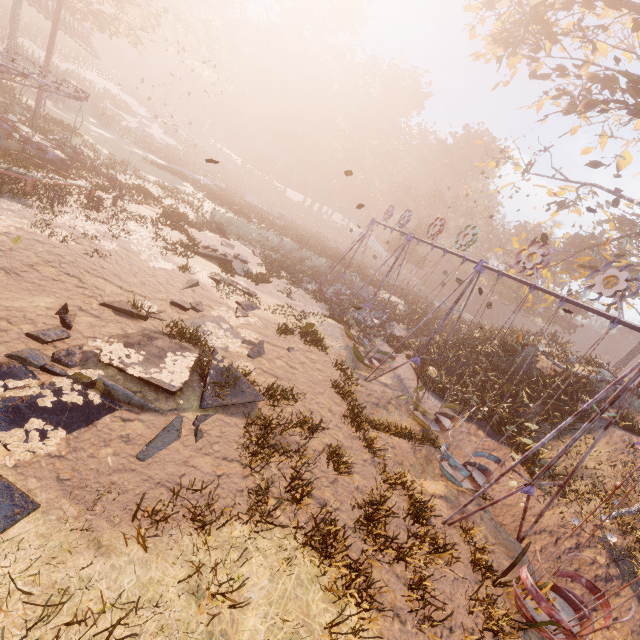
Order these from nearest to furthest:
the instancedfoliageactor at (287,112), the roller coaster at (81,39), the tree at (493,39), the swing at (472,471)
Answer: the swing at (472,471), the tree at (493,39), the roller coaster at (81,39), the instancedfoliageactor at (287,112)

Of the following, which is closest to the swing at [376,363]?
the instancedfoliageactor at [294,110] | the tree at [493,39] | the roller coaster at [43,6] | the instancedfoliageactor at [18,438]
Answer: the tree at [493,39]

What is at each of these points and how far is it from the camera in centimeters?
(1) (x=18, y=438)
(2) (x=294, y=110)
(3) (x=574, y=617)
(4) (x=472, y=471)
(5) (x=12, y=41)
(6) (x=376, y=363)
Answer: (1) instancedfoliageactor, 470cm
(2) instancedfoliageactor, 5909cm
(3) swing, 601cm
(4) swing, 913cm
(5) tree, 2675cm
(6) swing, 1506cm

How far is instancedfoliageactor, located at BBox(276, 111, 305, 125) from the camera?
58.06m

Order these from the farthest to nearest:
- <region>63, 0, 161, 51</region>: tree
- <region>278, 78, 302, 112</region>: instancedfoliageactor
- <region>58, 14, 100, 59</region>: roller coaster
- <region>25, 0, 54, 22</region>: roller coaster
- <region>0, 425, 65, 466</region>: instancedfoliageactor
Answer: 1. <region>278, 78, 302, 112</region>: instancedfoliageactor
2. <region>58, 14, 100, 59</region>: roller coaster
3. <region>63, 0, 161, 51</region>: tree
4. <region>25, 0, 54, 22</region>: roller coaster
5. <region>0, 425, 65, 466</region>: instancedfoliageactor

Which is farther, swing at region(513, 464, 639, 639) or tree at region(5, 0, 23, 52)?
tree at region(5, 0, 23, 52)
